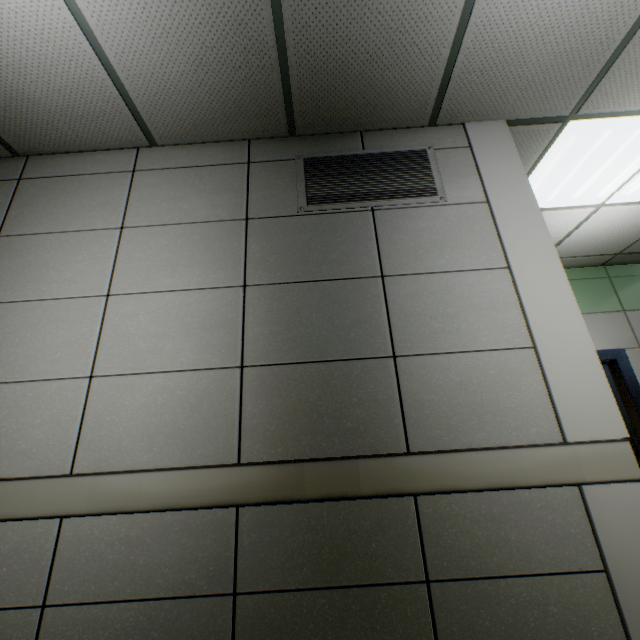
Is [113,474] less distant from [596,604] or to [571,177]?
[596,604]

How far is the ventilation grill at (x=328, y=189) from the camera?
2.1m

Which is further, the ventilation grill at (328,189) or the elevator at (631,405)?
the elevator at (631,405)

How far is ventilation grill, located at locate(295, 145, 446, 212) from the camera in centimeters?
208cm

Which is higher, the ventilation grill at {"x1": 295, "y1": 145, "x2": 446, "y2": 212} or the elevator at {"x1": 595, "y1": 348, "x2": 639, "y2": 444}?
the ventilation grill at {"x1": 295, "y1": 145, "x2": 446, "y2": 212}

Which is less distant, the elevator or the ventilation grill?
the ventilation grill
